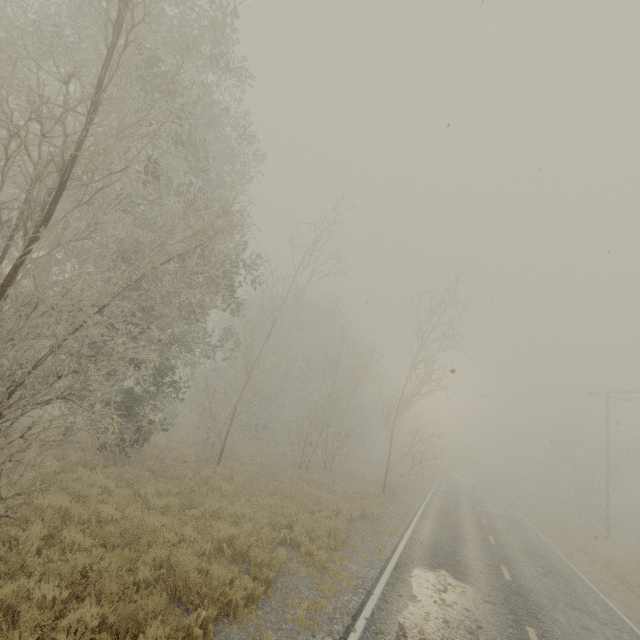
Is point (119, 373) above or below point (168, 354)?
below
